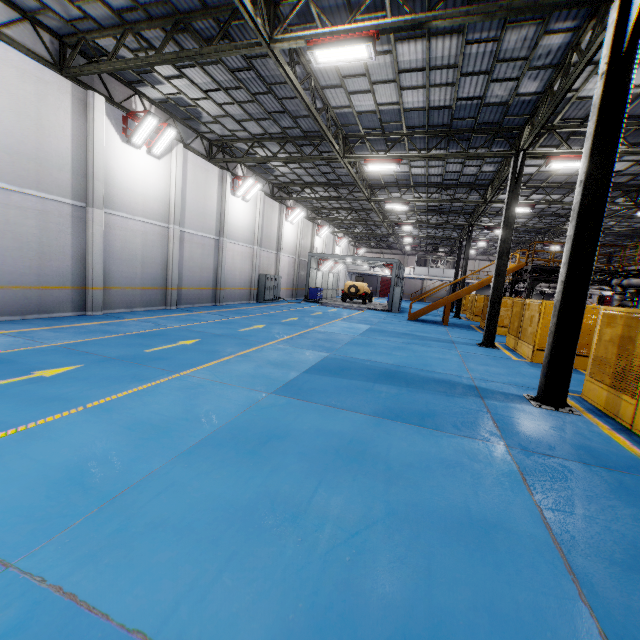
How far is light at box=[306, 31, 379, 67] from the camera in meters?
7.4 m

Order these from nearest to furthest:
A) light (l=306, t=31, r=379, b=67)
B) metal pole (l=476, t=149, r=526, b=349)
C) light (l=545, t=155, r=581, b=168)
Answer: light (l=306, t=31, r=379, b=67), light (l=545, t=155, r=581, b=168), metal pole (l=476, t=149, r=526, b=349)

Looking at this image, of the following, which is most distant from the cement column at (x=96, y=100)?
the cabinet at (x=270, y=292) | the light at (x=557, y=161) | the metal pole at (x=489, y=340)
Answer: the light at (x=557, y=161)

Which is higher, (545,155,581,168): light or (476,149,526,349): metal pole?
(545,155,581,168): light

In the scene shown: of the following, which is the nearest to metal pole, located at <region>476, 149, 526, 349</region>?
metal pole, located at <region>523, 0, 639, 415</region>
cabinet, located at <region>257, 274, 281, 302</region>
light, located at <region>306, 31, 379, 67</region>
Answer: metal pole, located at <region>523, 0, 639, 415</region>

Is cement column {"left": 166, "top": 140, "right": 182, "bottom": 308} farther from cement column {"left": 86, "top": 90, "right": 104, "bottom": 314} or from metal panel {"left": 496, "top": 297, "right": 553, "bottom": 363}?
metal panel {"left": 496, "top": 297, "right": 553, "bottom": 363}

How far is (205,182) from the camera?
17.6m

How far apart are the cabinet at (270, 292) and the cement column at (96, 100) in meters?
12.4
